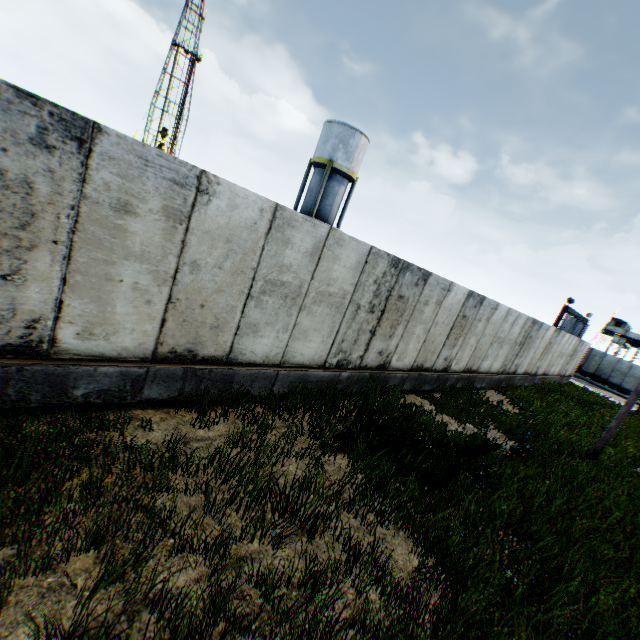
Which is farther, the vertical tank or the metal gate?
the metal gate

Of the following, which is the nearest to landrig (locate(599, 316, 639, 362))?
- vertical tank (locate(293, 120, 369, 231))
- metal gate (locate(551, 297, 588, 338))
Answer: metal gate (locate(551, 297, 588, 338))

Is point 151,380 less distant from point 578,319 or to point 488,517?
point 488,517

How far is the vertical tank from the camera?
25.4m

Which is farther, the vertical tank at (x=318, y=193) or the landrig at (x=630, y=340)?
the landrig at (x=630, y=340)

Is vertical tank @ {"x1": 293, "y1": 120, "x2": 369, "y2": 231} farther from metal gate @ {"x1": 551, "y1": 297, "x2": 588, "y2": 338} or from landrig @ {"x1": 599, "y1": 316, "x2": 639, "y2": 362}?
landrig @ {"x1": 599, "y1": 316, "x2": 639, "y2": 362}

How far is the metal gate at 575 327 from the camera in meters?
29.8 m
